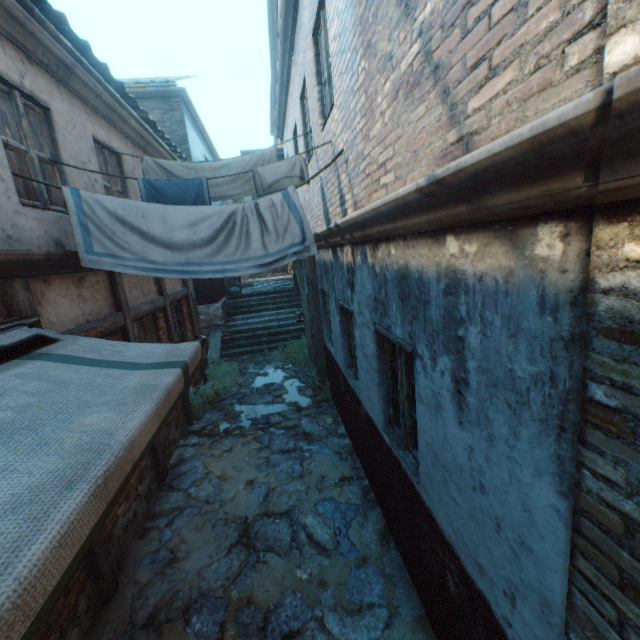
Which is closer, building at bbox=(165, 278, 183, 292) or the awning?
the awning

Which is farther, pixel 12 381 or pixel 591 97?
pixel 12 381

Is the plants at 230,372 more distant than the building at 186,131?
No

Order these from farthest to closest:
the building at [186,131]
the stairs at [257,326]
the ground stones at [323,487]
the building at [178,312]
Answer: the stairs at [257,326] → the building at [186,131] → the building at [178,312] → the ground stones at [323,487]

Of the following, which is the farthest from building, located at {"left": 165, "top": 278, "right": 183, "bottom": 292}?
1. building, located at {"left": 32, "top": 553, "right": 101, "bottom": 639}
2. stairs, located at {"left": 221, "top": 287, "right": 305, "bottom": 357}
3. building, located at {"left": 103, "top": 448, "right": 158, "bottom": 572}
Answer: building, located at {"left": 32, "top": 553, "right": 101, "bottom": 639}

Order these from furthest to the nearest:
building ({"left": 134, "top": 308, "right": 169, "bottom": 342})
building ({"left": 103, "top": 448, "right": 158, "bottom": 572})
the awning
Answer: building ({"left": 134, "top": 308, "right": 169, "bottom": 342}), building ({"left": 103, "top": 448, "right": 158, "bottom": 572}), the awning

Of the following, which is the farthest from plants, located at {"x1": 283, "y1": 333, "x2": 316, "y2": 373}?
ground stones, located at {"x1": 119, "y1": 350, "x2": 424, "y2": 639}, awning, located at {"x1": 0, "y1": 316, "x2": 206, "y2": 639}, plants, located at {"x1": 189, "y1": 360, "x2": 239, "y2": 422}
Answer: awning, located at {"x1": 0, "y1": 316, "x2": 206, "y2": 639}

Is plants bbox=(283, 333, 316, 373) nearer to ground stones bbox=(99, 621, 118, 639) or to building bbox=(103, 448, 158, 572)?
ground stones bbox=(99, 621, 118, 639)
